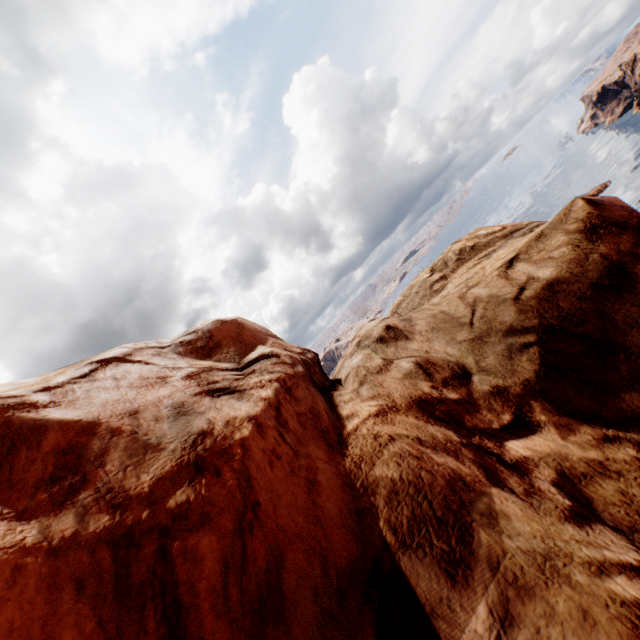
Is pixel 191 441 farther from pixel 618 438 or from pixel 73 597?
pixel 618 438
